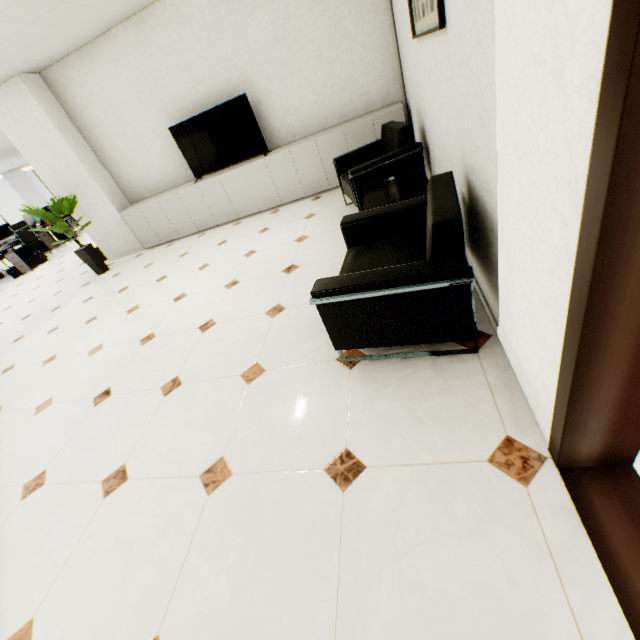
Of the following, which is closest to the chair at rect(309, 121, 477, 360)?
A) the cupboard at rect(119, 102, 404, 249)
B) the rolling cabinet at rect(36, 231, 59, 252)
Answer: the cupboard at rect(119, 102, 404, 249)

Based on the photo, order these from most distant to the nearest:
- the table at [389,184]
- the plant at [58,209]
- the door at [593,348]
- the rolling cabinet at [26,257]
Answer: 1. the rolling cabinet at [26,257]
2. the plant at [58,209]
3. the table at [389,184]
4. the door at [593,348]

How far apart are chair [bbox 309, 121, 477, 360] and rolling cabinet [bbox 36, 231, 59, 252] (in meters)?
12.71

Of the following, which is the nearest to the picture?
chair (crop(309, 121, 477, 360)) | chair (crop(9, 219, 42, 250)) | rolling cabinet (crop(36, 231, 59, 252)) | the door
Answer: chair (crop(309, 121, 477, 360))

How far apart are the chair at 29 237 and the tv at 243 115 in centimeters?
778cm

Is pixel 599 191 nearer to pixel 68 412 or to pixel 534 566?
pixel 534 566

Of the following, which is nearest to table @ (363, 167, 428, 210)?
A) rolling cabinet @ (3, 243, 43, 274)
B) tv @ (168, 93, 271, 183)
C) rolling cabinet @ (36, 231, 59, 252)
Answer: tv @ (168, 93, 271, 183)

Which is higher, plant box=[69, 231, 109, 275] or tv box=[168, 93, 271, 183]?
tv box=[168, 93, 271, 183]
